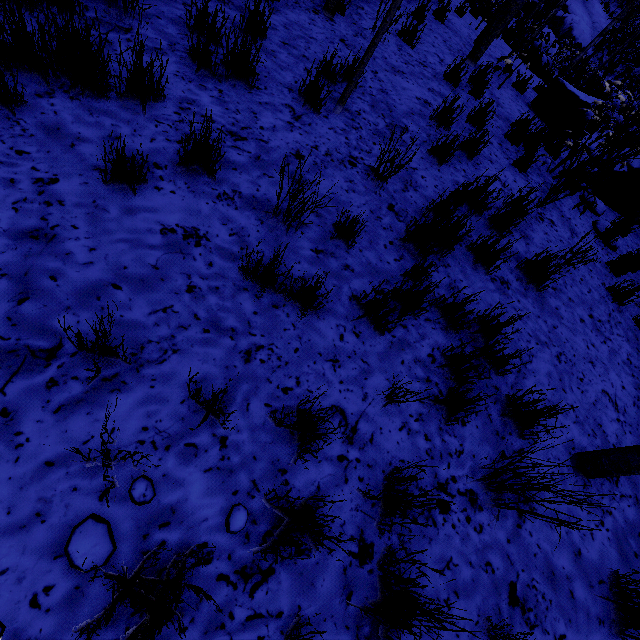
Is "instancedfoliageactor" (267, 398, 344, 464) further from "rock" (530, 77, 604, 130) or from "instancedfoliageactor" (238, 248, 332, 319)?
"rock" (530, 77, 604, 130)

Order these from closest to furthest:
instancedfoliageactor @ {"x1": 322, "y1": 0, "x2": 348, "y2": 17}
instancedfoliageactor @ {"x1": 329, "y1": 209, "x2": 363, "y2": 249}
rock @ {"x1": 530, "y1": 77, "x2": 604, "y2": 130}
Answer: instancedfoliageactor @ {"x1": 329, "y1": 209, "x2": 363, "y2": 249} → instancedfoliageactor @ {"x1": 322, "y1": 0, "x2": 348, "y2": 17} → rock @ {"x1": 530, "y1": 77, "x2": 604, "y2": 130}

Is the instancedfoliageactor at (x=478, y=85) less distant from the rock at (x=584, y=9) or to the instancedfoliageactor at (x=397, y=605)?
the rock at (x=584, y=9)

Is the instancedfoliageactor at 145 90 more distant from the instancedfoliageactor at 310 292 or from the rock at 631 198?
the instancedfoliageactor at 310 292

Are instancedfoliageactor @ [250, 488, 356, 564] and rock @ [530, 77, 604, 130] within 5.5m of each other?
no

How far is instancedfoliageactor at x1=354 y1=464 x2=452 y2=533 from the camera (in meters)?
1.49

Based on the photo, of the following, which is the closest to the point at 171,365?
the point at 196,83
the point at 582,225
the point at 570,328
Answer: the point at 196,83

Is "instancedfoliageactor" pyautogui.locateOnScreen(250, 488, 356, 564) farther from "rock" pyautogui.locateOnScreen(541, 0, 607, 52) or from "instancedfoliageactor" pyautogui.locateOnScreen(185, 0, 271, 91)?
"rock" pyautogui.locateOnScreen(541, 0, 607, 52)
